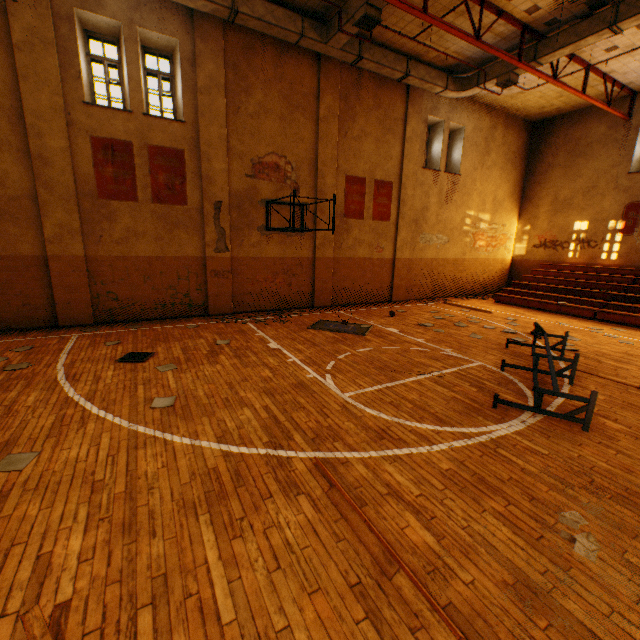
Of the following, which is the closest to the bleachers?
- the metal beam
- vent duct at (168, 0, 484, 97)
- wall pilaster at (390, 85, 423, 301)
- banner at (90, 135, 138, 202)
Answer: wall pilaster at (390, 85, 423, 301)

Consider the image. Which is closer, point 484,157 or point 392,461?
point 392,461

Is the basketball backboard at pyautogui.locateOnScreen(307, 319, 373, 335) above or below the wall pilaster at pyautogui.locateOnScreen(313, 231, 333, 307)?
below

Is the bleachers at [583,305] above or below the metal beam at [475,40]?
below

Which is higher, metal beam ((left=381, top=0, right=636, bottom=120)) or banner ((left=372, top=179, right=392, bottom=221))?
metal beam ((left=381, top=0, right=636, bottom=120))

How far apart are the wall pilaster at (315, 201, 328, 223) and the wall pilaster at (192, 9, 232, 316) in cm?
311

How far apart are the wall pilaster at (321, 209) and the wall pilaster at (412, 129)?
3.1m

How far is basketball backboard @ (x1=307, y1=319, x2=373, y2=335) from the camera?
9.3m
